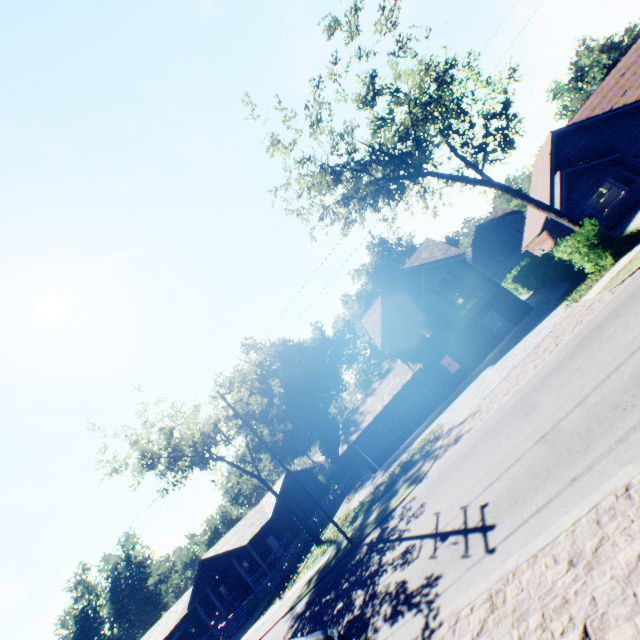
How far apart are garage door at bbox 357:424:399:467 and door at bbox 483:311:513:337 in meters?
12.9 m

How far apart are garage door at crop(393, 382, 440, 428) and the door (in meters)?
7.42

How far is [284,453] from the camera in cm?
5169

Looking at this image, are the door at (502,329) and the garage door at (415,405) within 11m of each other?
yes

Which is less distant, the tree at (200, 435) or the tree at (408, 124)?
the tree at (408, 124)

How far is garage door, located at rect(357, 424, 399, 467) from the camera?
29.8m

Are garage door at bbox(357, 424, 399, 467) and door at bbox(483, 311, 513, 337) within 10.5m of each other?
no

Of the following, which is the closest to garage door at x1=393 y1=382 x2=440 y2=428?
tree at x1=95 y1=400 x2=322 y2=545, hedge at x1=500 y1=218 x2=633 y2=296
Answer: tree at x1=95 y1=400 x2=322 y2=545
